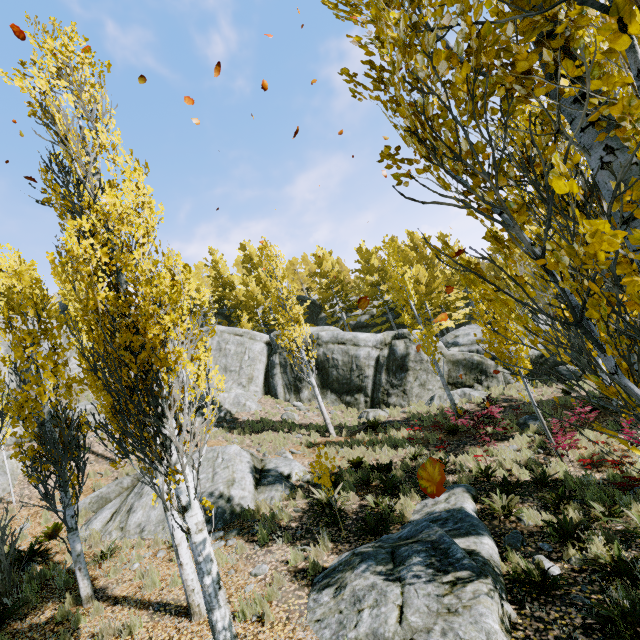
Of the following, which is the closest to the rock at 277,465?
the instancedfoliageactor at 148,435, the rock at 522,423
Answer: the instancedfoliageactor at 148,435

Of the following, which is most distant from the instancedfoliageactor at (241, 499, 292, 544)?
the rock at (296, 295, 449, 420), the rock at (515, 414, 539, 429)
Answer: the rock at (515, 414, 539, 429)

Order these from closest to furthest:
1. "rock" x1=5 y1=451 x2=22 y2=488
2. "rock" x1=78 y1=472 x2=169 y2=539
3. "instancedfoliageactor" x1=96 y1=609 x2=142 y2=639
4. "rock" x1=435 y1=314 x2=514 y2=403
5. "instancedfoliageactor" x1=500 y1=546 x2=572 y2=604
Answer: →
"instancedfoliageactor" x1=500 y1=546 x2=572 y2=604
"instancedfoliageactor" x1=96 y1=609 x2=142 y2=639
"rock" x1=78 y1=472 x2=169 y2=539
"rock" x1=5 y1=451 x2=22 y2=488
"rock" x1=435 y1=314 x2=514 y2=403

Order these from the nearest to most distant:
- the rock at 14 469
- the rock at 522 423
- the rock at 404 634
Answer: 1. the rock at 404 634
2. the rock at 522 423
3. the rock at 14 469

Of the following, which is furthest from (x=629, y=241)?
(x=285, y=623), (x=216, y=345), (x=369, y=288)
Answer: (x=369, y=288)

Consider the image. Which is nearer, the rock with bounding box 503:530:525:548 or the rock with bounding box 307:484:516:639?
the rock with bounding box 307:484:516:639

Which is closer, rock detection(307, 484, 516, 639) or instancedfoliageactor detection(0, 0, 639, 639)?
instancedfoliageactor detection(0, 0, 639, 639)
